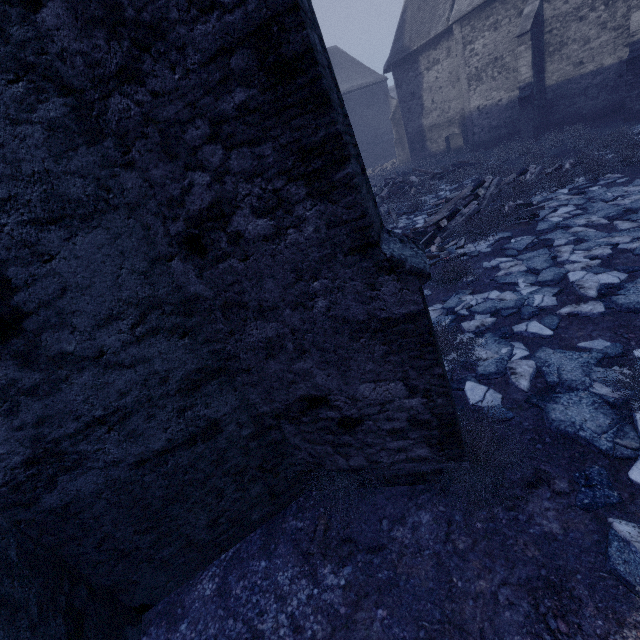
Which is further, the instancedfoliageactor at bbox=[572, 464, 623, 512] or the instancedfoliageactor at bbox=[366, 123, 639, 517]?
the instancedfoliageactor at bbox=[366, 123, 639, 517]

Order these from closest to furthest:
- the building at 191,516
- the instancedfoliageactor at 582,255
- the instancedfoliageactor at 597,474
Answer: the building at 191,516 → the instancedfoliageactor at 597,474 → the instancedfoliageactor at 582,255

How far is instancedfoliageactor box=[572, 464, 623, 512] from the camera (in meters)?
2.50

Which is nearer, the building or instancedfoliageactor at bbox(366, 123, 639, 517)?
the building

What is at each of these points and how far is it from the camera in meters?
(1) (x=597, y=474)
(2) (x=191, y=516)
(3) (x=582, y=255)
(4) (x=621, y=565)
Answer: (1) instancedfoliageactor, 2.7 m
(2) building, 3.0 m
(3) instancedfoliageactor, 5.6 m
(4) instancedfoliageactor, 2.2 m

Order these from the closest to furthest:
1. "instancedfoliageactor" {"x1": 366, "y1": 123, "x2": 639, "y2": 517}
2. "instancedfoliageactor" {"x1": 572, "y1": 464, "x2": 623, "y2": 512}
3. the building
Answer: the building → "instancedfoliageactor" {"x1": 572, "y1": 464, "x2": 623, "y2": 512} → "instancedfoliageactor" {"x1": 366, "y1": 123, "x2": 639, "y2": 517}

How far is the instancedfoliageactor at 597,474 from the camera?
2.50m
